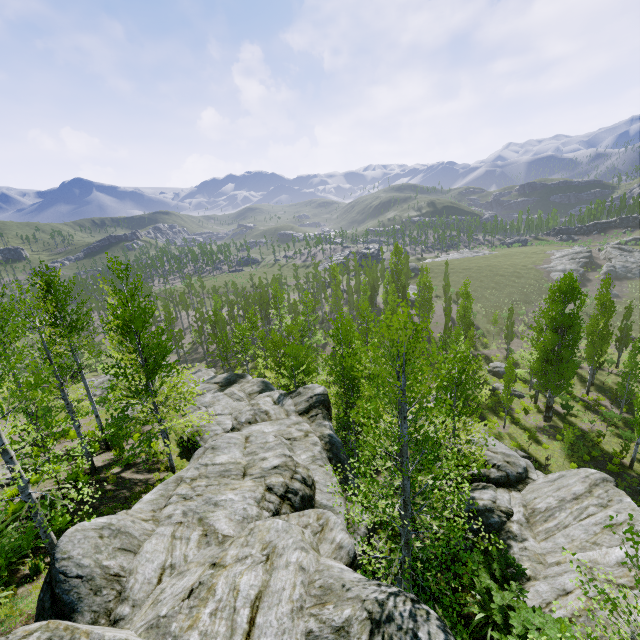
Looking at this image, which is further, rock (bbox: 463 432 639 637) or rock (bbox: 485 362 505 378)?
rock (bbox: 485 362 505 378)

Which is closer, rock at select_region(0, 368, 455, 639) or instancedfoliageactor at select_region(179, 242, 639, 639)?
rock at select_region(0, 368, 455, 639)

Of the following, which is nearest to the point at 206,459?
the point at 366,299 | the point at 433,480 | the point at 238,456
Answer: the point at 238,456

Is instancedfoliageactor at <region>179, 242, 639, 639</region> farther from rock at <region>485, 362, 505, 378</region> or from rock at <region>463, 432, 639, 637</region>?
rock at <region>485, 362, 505, 378</region>

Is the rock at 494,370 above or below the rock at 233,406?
below

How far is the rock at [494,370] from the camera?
40.60m

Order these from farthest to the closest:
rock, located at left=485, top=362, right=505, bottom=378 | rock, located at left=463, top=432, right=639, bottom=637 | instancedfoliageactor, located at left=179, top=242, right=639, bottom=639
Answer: rock, located at left=485, top=362, right=505, bottom=378
rock, located at left=463, top=432, right=639, bottom=637
instancedfoliageactor, located at left=179, top=242, right=639, bottom=639

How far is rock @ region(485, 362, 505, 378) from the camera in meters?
40.6
